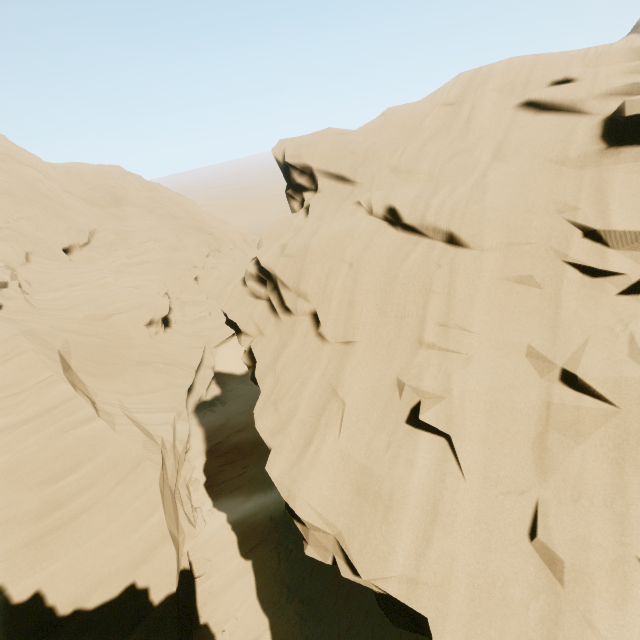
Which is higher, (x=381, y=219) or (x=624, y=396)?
(x=381, y=219)
